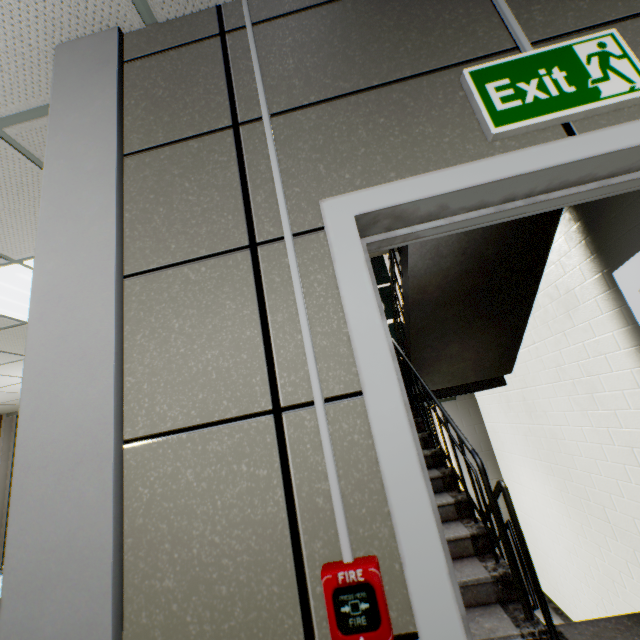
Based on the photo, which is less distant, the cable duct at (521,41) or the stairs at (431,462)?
the cable duct at (521,41)

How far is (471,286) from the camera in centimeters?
359cm

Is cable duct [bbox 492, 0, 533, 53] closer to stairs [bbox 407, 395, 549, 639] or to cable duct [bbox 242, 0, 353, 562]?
stairs [bbox 407, 395, 549, 639]

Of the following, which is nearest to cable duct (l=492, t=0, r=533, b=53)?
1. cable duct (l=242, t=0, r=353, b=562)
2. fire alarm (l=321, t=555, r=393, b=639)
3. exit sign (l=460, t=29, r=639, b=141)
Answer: exit sign (l=460, t=29, r=639, b=141)

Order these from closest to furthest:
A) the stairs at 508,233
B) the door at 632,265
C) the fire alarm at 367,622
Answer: the fire alarm at 367,622, the door at 632,265, the stairs at 508,233

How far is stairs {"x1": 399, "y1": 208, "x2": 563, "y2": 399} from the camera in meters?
3.2 m

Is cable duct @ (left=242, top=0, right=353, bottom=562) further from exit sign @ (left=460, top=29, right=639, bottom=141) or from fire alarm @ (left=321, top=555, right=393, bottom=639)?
exit sign @ (left=460, top=29, right=639, bottom=141)

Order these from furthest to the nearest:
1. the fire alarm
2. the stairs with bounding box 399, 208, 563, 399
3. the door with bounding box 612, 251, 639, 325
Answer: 1. the stairs with bounding box 399, 208, 563, 399
2. the door with bounding box 612, 251, 639, 325
3. the fire alarm
